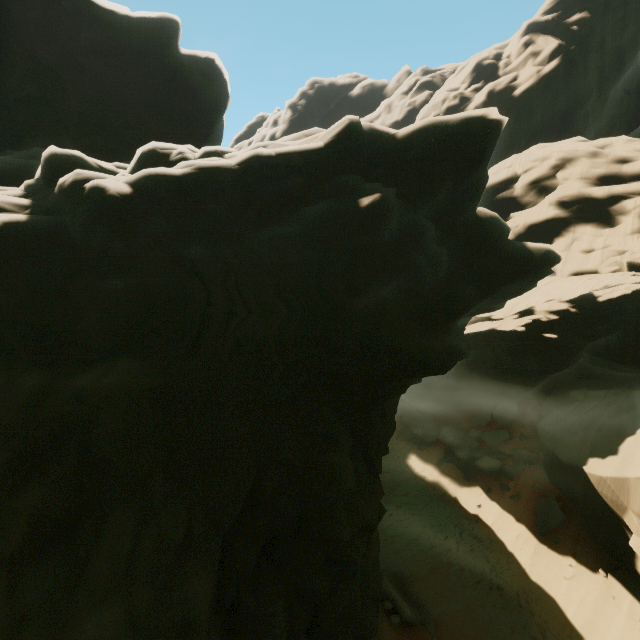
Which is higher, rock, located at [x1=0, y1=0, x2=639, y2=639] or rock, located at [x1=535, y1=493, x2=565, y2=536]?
rock, located at [x1=0, y1=0, x2=639, y2=639]

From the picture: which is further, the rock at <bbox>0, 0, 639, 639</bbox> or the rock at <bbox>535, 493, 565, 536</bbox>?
the rock at <bbox>535, 493, 565, 536</bbox>

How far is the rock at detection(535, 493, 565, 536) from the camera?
16.2m

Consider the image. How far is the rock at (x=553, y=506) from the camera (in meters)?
16.23

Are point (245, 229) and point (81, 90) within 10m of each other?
no

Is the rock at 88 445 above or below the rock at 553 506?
above
